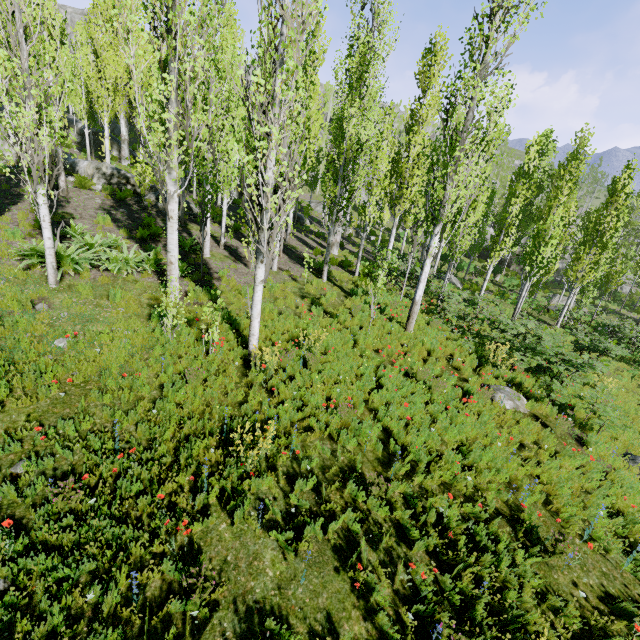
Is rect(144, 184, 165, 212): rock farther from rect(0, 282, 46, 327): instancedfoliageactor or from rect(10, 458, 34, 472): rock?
rect(10, 458, 34, 472): rock

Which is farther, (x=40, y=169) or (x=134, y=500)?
(x=40, y=169)

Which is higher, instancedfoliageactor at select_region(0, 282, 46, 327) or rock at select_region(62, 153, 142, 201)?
rock at select_region(62, 153, 142, 201)

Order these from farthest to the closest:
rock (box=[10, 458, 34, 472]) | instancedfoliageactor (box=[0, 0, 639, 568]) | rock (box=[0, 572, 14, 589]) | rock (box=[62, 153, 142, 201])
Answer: rock (box=[62, 153, 142, 201])
instancedfoliageactor (box=[0, 0, 639, 568])
rock (box=[10, 458, 34, 472])
rock (box=[0, 572, 14, 589])

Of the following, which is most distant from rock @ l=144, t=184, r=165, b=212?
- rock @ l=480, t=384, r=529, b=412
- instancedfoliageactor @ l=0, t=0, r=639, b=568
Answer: rock @ l=480, t=384, r=529, b=412

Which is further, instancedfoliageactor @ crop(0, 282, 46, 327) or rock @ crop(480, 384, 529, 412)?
rock @ crop(480, 384, 529, 412)

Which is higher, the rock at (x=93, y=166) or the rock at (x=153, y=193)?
the rock at (x=93, y=166)

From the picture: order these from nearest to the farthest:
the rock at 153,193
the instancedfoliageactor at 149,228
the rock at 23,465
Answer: the rock at 23,465, the instancedfoliageactor at 149,228, the rock at 153,193
